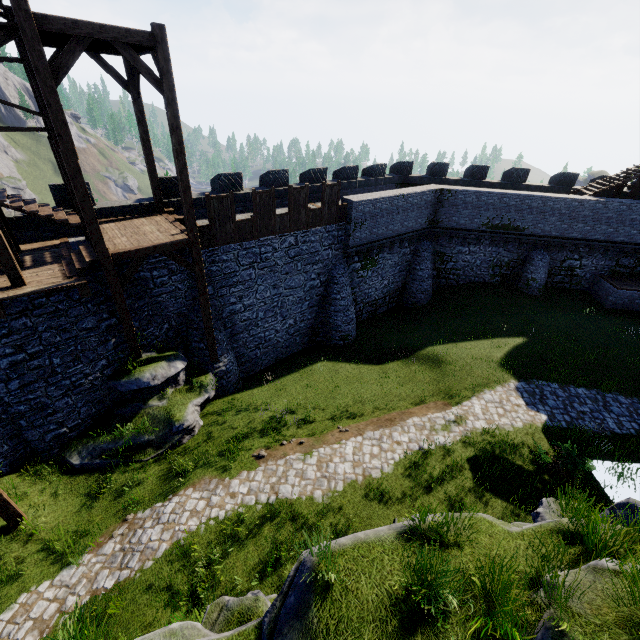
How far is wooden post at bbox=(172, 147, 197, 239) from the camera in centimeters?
1054cm

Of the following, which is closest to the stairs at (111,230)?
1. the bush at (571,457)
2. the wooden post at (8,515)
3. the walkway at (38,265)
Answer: the walkway at (38,265)

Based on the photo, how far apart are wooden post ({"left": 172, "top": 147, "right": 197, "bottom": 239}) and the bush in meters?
14.6 m

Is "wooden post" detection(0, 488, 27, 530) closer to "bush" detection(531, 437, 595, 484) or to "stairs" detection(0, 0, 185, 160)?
"stairs" detection(0, 0, 185, 160)

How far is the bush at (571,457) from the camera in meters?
10.9

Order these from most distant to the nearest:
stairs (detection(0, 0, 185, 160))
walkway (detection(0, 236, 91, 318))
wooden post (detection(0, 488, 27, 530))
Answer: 1. walkway (detection(0, 236, 91, 318))
2. wooden post (detection(0, 488, 27, 530))
3. stairs (detection(0, 0, 185, 160))

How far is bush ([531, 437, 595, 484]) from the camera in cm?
1088

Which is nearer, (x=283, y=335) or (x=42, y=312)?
(x=42, y=312)
